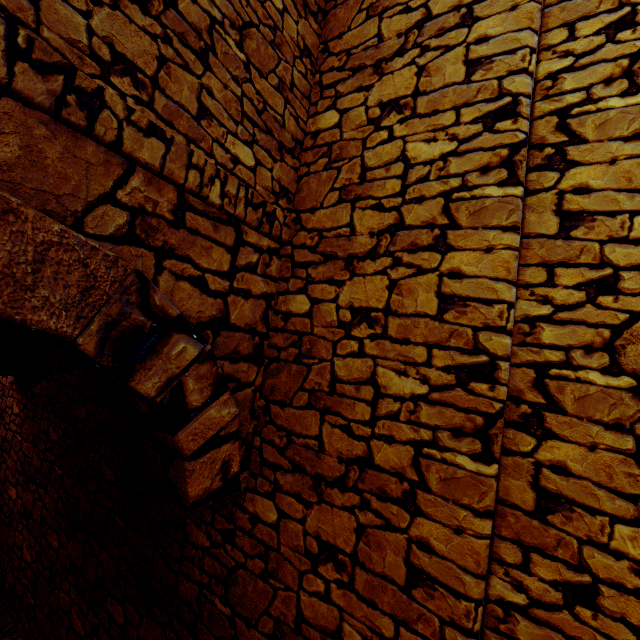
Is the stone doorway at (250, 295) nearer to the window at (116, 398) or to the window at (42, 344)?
the window at (116, 398)

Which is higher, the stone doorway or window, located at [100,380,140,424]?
the stone doorway

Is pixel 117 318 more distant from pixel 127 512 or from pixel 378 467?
pixel 127 512

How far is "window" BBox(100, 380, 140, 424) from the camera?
2.8 meters

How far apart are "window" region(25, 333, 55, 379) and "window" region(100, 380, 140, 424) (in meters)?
1.34

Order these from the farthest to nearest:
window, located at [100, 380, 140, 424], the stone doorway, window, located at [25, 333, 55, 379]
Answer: window, located at [25, 333, 55, 379], window, located at [100, 380, 140, 424], the stone doorway

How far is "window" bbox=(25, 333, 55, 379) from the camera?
3.9 meters
